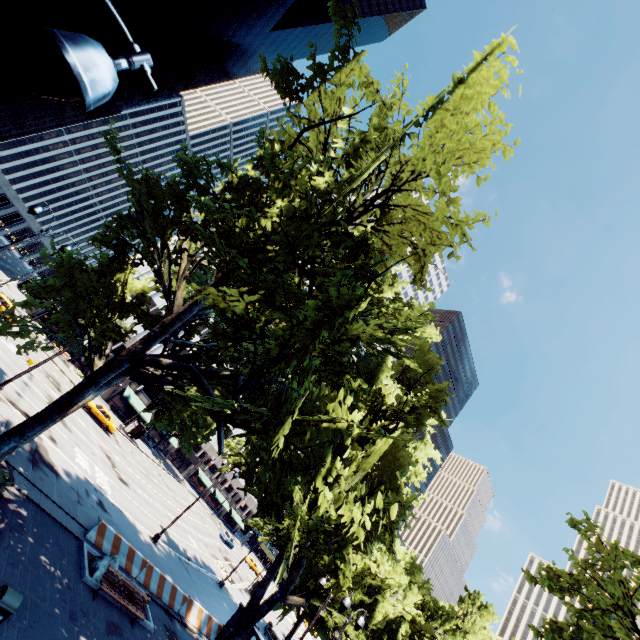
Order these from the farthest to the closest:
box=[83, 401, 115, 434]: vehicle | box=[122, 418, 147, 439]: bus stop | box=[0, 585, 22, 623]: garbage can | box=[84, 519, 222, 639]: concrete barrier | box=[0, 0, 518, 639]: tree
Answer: box=[122, 418, 147, 439]: bus stop → box=[83, 401, 115, 434]: vehicle → box=[84, 519, 222, 639]: concrete barrier → box=[0, 0, 518, 639]: tree → box=[0, 585, 22, 623]: garbage can

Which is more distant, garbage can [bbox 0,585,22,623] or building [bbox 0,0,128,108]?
building [bbox 0,0,128,108]

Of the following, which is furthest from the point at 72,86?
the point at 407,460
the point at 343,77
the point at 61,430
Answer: the point at 61,430

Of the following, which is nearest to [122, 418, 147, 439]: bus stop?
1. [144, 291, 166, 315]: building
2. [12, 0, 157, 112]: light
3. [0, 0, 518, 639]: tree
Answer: [144, 291, 166, 315]: building

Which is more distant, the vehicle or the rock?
the vehicle

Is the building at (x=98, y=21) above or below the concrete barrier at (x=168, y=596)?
above

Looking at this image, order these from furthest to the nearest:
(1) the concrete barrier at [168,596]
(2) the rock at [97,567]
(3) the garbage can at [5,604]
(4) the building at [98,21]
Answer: (4) the building at [98,21], (1) the concrete barrier at [168,596], (2) the rock at [97,567], (3) the garbage can at [5,604]

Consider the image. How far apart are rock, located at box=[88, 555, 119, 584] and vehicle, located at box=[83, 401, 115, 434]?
24.4 meters
